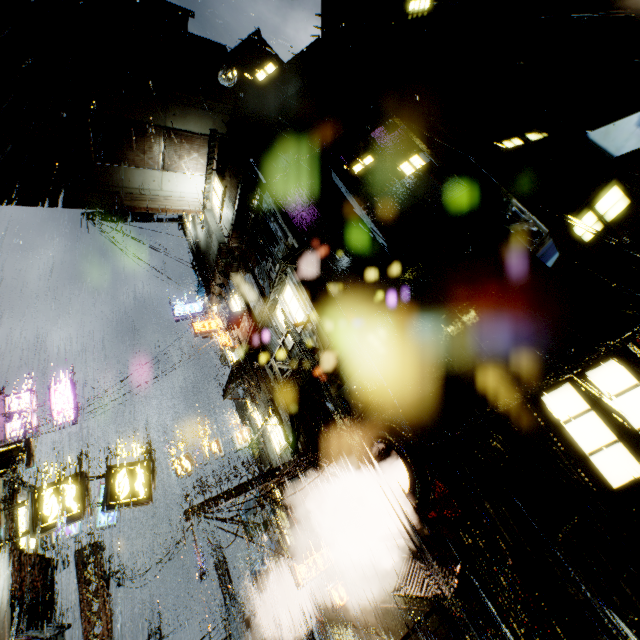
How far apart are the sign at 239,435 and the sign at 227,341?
6.7m

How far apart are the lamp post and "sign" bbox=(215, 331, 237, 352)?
10.57m

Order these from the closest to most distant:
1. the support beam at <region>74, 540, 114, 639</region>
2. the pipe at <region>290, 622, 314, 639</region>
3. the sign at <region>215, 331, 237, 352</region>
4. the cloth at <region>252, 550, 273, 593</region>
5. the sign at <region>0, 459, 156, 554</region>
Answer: the sign at <region>0, 459, 156, 554</region> → the support beam at <region>74, 540, 114, 639</region> → the pipe at <region>290, 622, 314, 639</region> → the sign at <region>215, 331, 237, 352</region> → the cloth at <region>252, 550, 273, 593</region>

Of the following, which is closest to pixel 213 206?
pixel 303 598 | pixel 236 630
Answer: pixel 303 598

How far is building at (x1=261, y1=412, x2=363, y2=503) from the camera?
11.9m

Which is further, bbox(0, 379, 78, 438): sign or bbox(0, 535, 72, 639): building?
bbox(0, 379, 78, 438): sign

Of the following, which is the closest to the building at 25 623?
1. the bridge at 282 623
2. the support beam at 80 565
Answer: the bridge at 282 623

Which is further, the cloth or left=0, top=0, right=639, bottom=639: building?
the cloth
